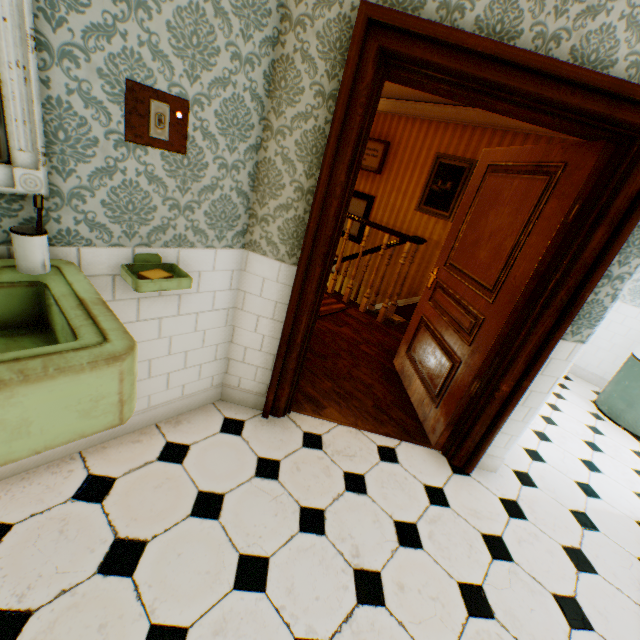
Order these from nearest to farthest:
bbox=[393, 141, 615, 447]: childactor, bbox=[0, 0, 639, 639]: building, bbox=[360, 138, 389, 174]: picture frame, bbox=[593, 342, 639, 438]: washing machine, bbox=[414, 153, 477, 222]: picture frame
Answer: bbox=[0, 0, 639, 639]: building → bbox=[393, 141, 615, 447]: childactor → bbox=[593, 342, 639, 438]: washing machine → bbox=[414, 153, 477, 222]: picture frame → bbox=[360, 138, 389, 174]: picture frame

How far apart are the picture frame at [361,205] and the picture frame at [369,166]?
0.4m

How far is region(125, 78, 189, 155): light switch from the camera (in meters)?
1.26

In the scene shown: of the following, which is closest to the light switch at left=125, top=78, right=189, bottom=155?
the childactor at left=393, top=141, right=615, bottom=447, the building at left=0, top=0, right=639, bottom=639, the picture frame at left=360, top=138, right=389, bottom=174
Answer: the building at left=0, top=0, right=639, bottom=639

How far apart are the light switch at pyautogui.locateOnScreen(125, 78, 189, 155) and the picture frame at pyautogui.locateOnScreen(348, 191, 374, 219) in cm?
566

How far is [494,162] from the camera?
2.58m

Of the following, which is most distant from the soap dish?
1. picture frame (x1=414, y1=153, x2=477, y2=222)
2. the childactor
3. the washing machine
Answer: picture frame (x1=414, y1=153, x2=477, y2=222)

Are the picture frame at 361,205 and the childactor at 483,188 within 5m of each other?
yes
